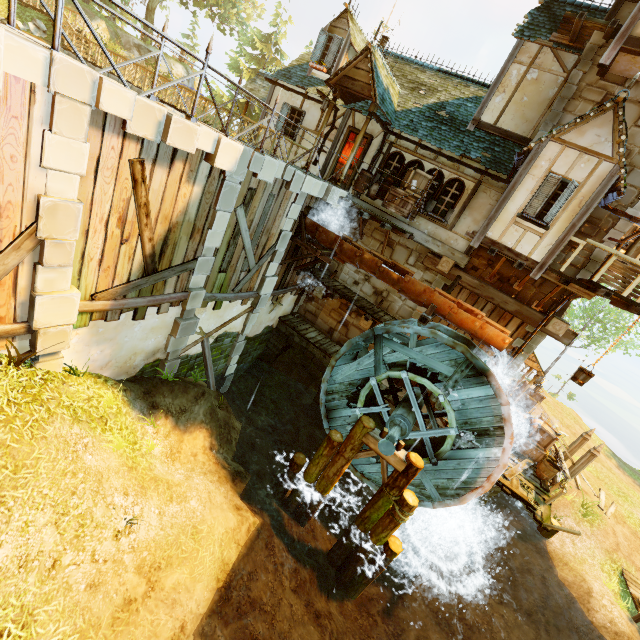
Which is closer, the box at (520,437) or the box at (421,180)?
the box at (421,180)

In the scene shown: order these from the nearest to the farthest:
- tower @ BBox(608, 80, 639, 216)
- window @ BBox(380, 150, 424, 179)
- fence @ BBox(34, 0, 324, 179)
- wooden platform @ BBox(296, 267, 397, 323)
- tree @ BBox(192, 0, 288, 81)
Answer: fence @ BBox(34, 0, 324, 179)
tower @ BBox(608, 80, 639, 216)
window @ BBox(380, 150, 424, 179)
wooden platform @ BBox(296, 267, 397, 323)
tree @ BBox(192, 0, 288, 81)

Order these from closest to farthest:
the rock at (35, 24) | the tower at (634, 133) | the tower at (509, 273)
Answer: the tower at (634, 133) < the tower at (509, 273) < the rock at (35, 24)

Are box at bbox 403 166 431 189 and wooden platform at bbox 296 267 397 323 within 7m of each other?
yes

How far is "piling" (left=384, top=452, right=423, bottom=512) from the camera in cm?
909

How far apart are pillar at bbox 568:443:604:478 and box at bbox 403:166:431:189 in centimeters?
1412cm

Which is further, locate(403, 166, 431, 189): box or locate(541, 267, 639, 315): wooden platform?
locate(403, 166, 431, 189): box

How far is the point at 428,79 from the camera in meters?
13.9 m
